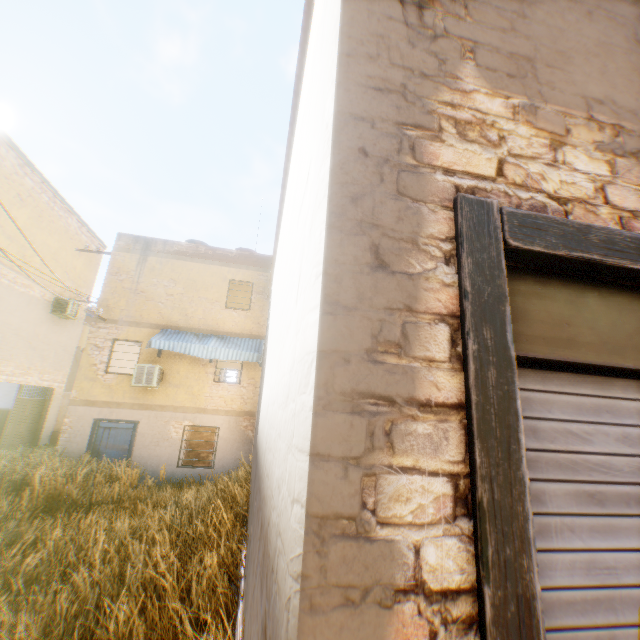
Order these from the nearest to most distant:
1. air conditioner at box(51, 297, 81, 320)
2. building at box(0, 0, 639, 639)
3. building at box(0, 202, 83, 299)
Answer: building at box(0, 0, 639, 639) < building at box(0, 202, 83, 299) < air conditioner at box(51, 297, 81, 320)

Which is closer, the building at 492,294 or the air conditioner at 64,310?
the building at 492,294

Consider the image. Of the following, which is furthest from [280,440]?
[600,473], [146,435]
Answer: [146,435]

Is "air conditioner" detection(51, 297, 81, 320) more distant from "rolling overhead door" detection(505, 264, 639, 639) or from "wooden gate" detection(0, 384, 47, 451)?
"rolling overhead door" detection(505, 264, 639, 639)

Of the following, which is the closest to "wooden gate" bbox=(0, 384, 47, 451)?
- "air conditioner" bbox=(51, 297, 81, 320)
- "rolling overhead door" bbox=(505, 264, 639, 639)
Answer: "air conditioner" bbox=(51, 297, 81, 320)

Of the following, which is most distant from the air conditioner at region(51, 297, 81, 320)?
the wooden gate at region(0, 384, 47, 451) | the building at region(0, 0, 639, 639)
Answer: the wooden gate at region(0, 384, 47, 451)

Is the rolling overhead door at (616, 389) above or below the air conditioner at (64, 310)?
below
